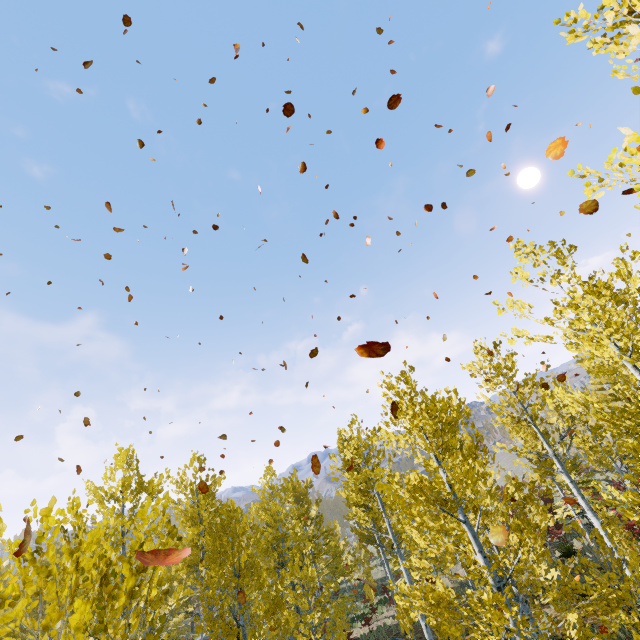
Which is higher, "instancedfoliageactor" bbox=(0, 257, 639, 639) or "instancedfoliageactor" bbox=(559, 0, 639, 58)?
"instancedfoliageactor" bbox=(559, 0, 639, 58)

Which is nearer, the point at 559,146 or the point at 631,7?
the point at 631,7

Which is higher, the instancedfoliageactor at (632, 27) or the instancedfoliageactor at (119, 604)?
the instancedfoliageactor at (632, 27)
